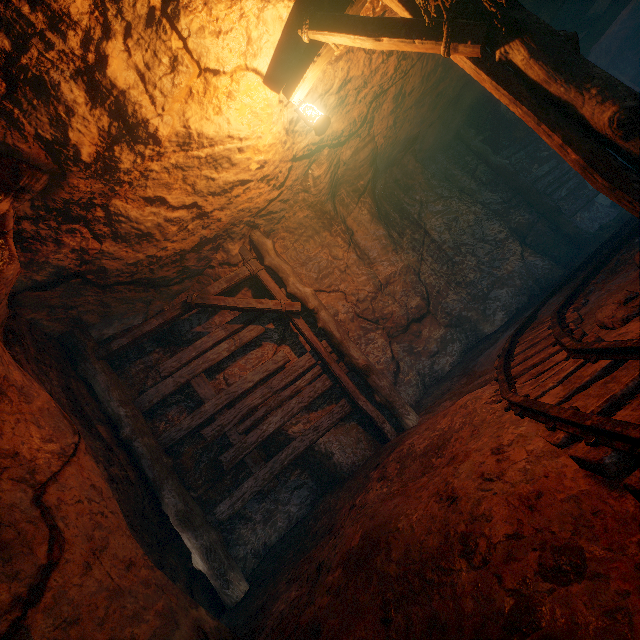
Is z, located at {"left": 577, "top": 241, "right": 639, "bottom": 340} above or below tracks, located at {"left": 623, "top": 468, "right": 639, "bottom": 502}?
below

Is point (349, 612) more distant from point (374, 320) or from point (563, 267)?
point (563, 267)

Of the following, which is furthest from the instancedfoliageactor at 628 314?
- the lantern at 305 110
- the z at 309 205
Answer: the lantern at 305 110

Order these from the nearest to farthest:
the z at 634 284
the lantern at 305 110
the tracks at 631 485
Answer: the tracks at 631 485 → the z at 634 284 → the lantern at 305 110

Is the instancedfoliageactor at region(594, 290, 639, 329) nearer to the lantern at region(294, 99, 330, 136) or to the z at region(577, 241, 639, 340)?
the z at region(577, 241, 639, 340)

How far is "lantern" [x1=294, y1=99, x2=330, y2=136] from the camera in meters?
3.6

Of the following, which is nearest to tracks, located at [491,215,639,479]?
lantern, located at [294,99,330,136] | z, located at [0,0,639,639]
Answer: z, located at [0,0,639,639]
